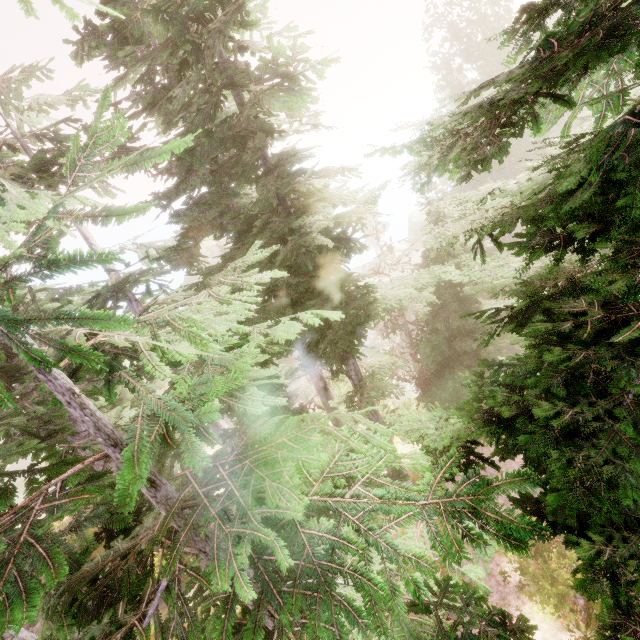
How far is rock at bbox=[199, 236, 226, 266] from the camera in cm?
4859

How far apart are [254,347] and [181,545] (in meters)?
1.85

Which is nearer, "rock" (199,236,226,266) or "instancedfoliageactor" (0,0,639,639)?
"instancedfoliageactor" (0,0,639,639)

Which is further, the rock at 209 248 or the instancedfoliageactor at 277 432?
the rock at 209 248

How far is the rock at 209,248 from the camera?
48.59m
